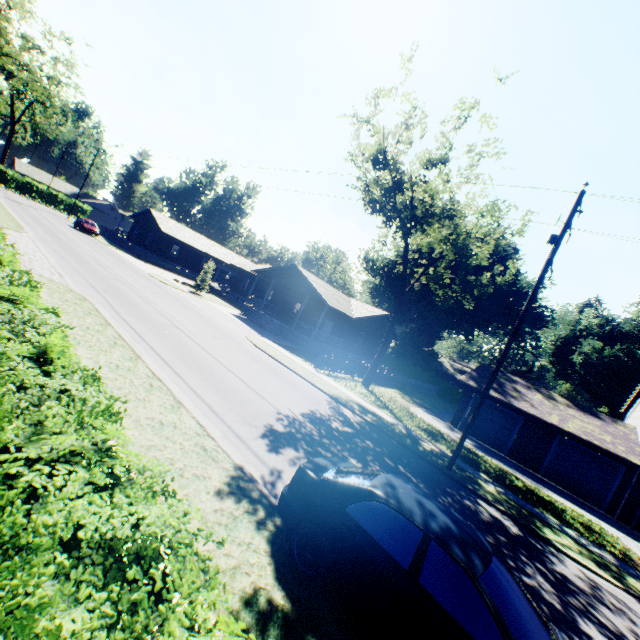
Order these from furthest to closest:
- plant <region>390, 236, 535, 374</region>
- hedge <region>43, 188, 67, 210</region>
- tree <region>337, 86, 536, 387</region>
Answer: hedge <region>43, 188, 67, 210</region>
plant <region>390, 236, 535, 374</region>
tree <region>337, 86, 536, 387</region>

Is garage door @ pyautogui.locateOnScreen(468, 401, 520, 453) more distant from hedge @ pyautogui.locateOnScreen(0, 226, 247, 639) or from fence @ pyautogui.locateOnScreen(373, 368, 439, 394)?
hedge @ pyautogui.locateOnScreen(0, 226, 247, 639)

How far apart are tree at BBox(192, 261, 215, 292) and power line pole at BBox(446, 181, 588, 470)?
27.86m

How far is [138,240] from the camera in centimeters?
4681cm

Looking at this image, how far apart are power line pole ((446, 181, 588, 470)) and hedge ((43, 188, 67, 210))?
75.1 meters

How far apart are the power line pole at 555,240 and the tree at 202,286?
27.9m

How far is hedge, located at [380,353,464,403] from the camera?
44.8 meters

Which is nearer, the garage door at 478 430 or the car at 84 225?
the garage door at 478 430
